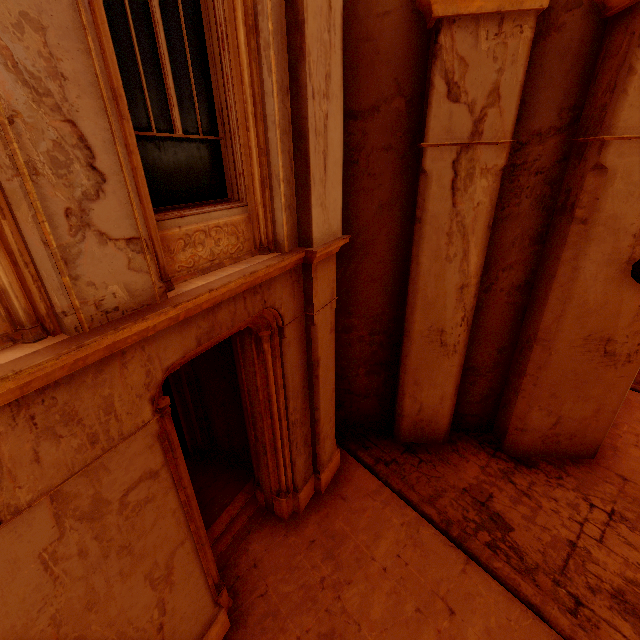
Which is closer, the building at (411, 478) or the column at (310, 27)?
the column at (310, 27)

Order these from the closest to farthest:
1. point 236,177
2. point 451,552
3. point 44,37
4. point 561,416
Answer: point 44,37 → point 236,177 → point 451,552 → point 561,416

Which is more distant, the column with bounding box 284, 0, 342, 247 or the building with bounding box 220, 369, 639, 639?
the building with bounding box 220, 369, 639, 639

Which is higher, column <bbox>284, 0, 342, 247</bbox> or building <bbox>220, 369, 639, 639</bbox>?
column <bbox>284, 0, 342, 247</bbox>

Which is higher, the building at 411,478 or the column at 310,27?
the column at 310,27
